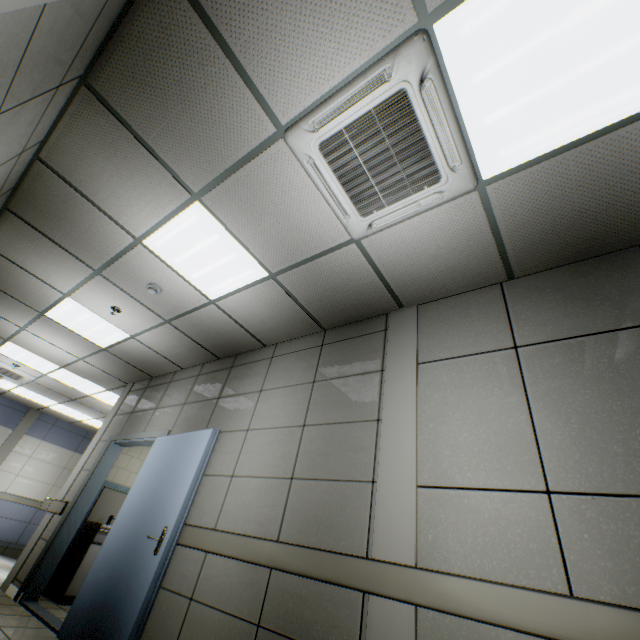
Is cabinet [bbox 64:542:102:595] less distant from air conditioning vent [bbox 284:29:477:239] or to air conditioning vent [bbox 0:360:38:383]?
air conditioning vent [bbox 0:360:38:383]

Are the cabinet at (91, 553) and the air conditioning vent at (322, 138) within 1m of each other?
no

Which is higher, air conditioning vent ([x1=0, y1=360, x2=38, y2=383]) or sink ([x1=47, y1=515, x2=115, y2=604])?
air conditioning vent ([x1=0, y1=360, x2=38, y2=383])

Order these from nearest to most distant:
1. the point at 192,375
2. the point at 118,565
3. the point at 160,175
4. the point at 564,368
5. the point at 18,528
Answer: the point at 564,368
the point at 160,175
the point at 118,565
the point at 192,375
the point at 18,528

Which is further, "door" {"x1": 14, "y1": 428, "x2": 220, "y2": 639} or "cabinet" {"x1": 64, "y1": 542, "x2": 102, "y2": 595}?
"cabinet" {"x1": 64, "y1": 542, "x2": 102, "y2": 595}

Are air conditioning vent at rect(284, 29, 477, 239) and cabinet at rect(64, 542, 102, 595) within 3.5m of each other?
→ no

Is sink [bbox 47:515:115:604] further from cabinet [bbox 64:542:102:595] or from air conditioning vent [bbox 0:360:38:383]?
air conditioning vent [bbox 0:360:38:383]

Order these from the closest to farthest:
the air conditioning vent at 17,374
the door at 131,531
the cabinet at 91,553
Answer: the door at 131,531 → the cabinet at 91,553 → the air conditioning vent at 17,374
